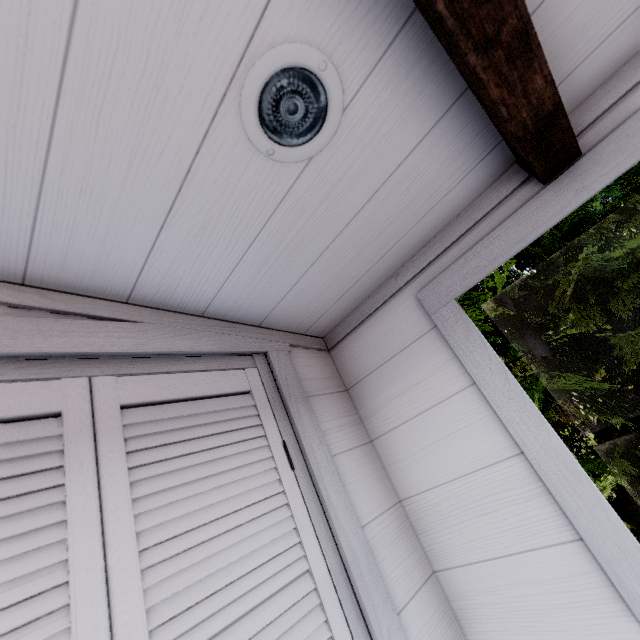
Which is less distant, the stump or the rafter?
the rafter

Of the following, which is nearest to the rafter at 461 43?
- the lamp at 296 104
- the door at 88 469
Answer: the lamp at 296 104

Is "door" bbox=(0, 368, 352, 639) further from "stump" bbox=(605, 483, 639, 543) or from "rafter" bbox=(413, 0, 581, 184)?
"stump" bbox=(605, 483, 639, 543)

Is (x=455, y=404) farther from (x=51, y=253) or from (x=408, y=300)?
(x=51, y=253)

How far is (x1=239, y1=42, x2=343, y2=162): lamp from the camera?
0.58m

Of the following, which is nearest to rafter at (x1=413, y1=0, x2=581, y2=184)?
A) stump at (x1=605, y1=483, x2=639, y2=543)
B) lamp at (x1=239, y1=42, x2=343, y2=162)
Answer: lamp at (x1=239, y1=42, x2=343, y2=162)

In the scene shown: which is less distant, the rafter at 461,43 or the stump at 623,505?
the rafter at 461,43

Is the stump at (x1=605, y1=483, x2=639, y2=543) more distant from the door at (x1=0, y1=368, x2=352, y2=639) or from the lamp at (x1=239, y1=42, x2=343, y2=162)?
the lamp at (x1=239, y1=42, x2=343, y2=162)
